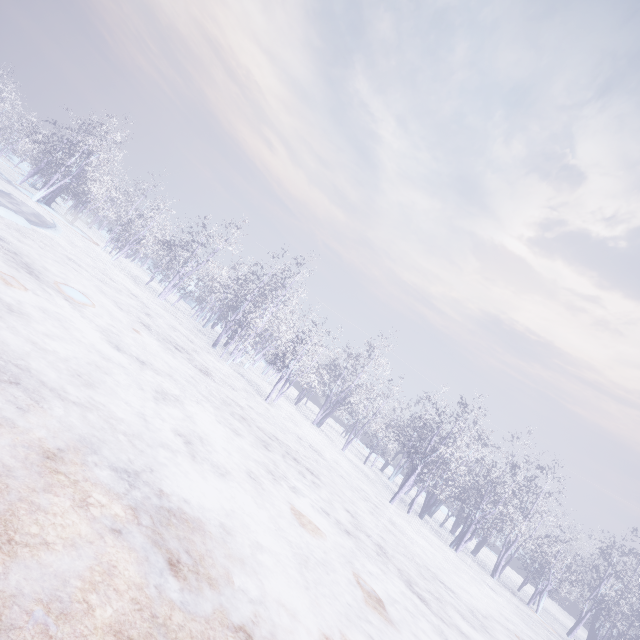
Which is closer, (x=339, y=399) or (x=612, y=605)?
(x=612, y=605)
